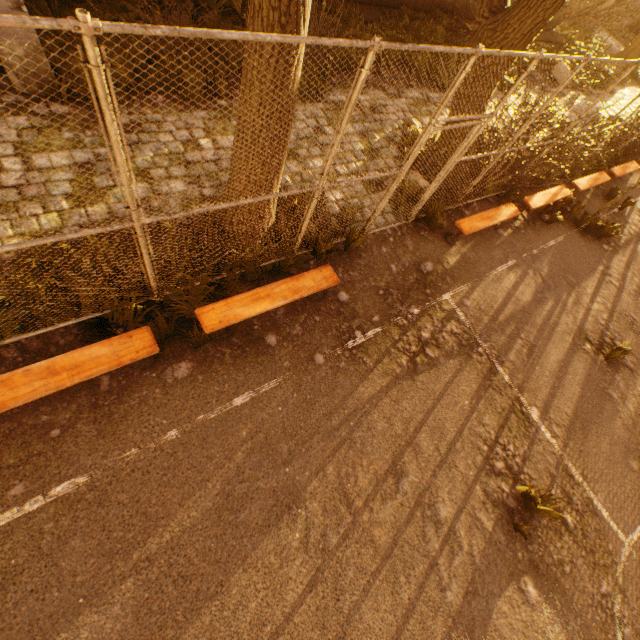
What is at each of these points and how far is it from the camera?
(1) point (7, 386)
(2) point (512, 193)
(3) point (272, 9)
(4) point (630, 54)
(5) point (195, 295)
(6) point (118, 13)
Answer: (1) bench, 2.92m
(2) instancedfoliageactor, 7.81m
(3) tree, 2.60m
(4) tree, 16.98m
(5) instancedfoliageactor, 4.20m
(6) instancedfoliageactor, 6.07m

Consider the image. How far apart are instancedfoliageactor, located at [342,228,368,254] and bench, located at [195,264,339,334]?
0.2m

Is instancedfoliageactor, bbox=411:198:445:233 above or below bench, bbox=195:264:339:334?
below

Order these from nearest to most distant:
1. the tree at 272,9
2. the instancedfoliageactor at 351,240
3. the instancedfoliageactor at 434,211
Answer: the tree at 272,9 < the instancedfoliageactor at 351,240 < the instancedfoliageactor at 434,211

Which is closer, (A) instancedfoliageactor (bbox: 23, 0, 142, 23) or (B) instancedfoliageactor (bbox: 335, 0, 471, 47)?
(A) instancedfoliageactor (bbox: 23, 0, 142, 23)

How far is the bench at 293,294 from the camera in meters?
3.8 m

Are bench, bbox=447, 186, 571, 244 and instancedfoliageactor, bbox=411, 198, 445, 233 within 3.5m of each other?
yes

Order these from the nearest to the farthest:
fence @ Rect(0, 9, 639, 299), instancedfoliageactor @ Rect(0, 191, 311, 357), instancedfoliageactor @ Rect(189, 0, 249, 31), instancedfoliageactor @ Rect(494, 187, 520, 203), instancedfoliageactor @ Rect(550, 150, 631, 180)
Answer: fence @ Rect(0, 9, 639, 299), instancedfoliageactor @ Rect(0, 191, 311, 357), instancedfoliageactor @ Rect(189, 0, 249, 31), instancedfoliageactor @ Rect(494, 187, 520, 203), instancedfoliageactor @ Rect(550, 150, 631, 180)
